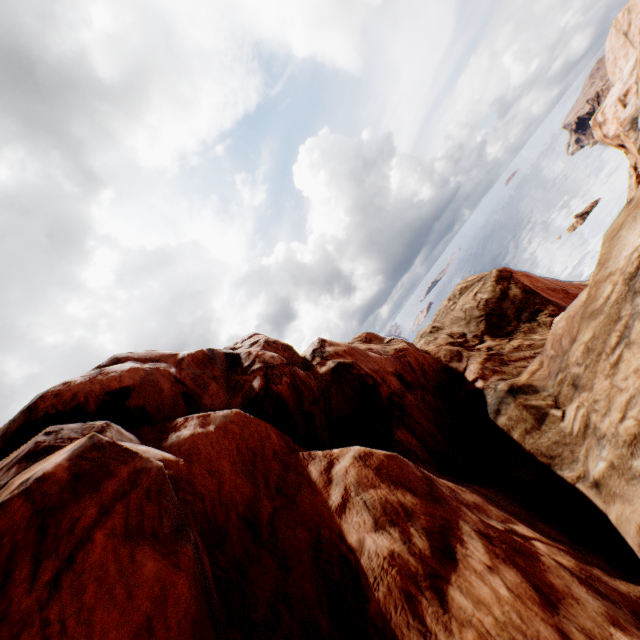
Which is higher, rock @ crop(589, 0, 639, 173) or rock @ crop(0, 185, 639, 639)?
rock @ crop(0, 185, 639, 639)

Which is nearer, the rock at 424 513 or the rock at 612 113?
Result: the rock at 424 513

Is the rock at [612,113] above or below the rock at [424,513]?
below

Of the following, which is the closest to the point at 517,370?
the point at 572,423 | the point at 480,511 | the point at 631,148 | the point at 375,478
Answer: the point at 572,423

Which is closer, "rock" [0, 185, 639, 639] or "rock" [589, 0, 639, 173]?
"rock" [0, 185, 639, 639]
